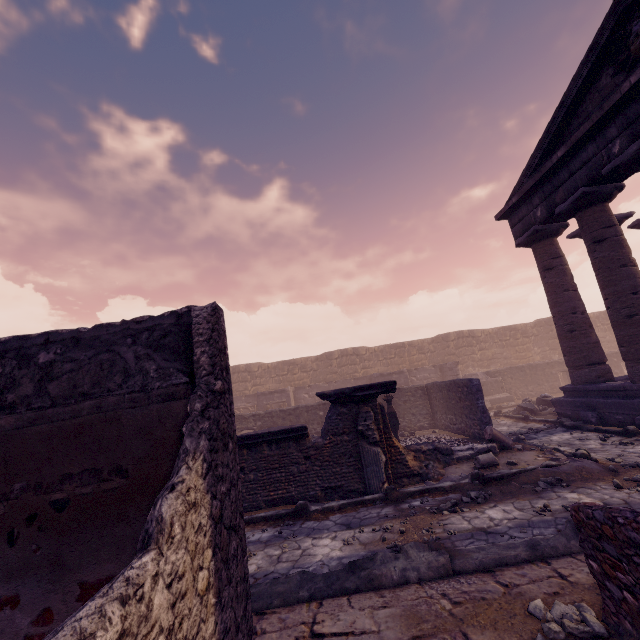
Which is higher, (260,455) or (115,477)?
(115,477)

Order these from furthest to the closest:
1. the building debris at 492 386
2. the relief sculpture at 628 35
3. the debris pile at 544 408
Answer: the building debris at 492 386 < the debris pile at 544 408 < the relief sculpture at 628 35

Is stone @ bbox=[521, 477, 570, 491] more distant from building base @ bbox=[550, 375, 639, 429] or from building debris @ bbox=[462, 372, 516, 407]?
building debris @ bbox=[462, 372, 516, 407]

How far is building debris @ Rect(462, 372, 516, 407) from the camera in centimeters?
1816cm

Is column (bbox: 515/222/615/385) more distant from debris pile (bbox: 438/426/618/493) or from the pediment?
debris pile (bbox: 438/426/618/493)

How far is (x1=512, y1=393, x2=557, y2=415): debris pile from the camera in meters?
12.4

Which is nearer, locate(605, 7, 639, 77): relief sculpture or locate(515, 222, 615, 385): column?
locate(605, 7, 639, 77): relief sculpture

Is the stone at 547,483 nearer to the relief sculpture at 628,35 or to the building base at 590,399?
the building base at 590,399
